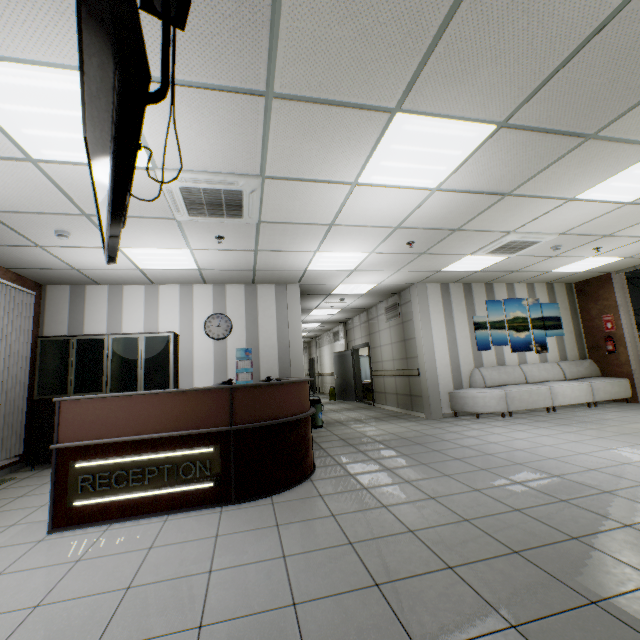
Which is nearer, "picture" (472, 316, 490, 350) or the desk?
the desk

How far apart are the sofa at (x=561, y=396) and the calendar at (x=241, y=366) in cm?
459

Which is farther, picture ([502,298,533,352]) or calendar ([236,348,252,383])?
picture ([502,298,533,352])

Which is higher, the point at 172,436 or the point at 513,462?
the point at 172,436

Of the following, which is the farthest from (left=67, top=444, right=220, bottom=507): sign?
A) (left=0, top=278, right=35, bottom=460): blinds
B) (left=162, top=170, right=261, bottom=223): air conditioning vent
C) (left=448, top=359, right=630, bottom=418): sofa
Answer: (left=448, top=359, right=630, bottom=418): sofa

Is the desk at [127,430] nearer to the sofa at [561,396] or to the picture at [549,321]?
the sofa at [561,396]

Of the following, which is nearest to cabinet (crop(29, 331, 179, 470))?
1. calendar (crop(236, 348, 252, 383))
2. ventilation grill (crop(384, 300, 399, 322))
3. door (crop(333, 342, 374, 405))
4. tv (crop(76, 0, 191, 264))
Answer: calendar (crop(236, 348, 252, 383))

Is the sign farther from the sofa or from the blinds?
the sofa
